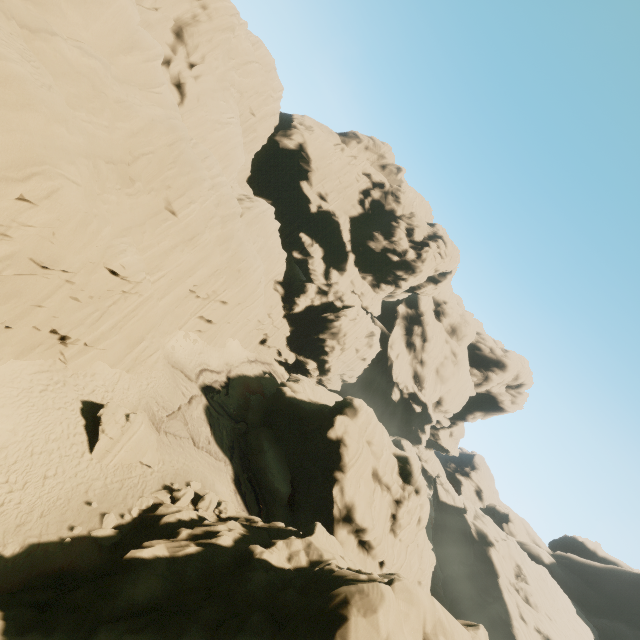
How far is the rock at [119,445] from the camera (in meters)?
17.56

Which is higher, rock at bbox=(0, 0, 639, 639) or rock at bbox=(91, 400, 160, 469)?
rock at bbox=(0, 0, 639, 639)

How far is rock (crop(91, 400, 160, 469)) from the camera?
17.56m

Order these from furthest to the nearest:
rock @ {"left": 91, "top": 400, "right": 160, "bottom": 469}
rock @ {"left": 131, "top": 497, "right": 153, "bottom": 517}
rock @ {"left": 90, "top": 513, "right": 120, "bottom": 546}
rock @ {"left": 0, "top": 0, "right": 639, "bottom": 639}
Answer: rock @ {"left": 91, "top": 400, "right": 160, "bottom": 469} → rock @ {"left": 131, "top": 497, "right": 153, "bottom": 517} → rock @ {"left": 90, "top": 513, "right": 120, "bottom": 546} → rock @ {"left": 0, "top": 0, "right": 639, "bottom": 639}

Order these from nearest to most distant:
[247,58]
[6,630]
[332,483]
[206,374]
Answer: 1. [6,630]
2. [332,483]
3. [206,374]
4. [247,58]

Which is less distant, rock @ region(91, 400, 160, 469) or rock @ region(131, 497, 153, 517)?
rock @ region(131, 497, 153, 517)
